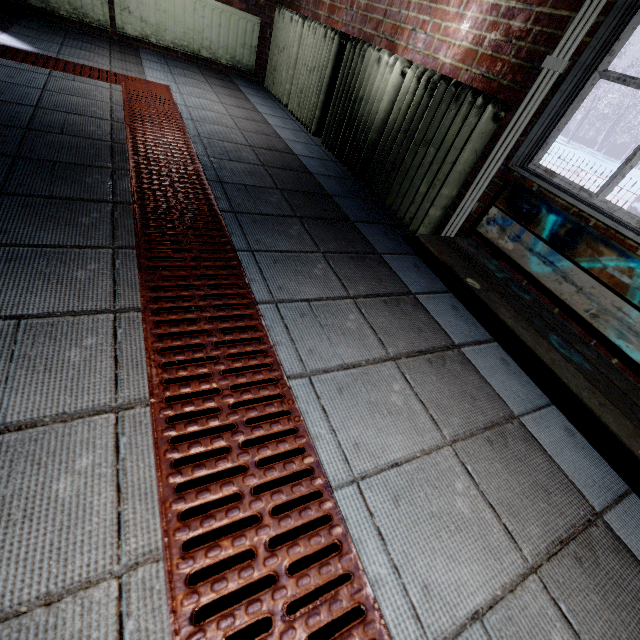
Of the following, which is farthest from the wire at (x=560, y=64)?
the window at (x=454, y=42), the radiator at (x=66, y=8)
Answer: the radiator at (x=66, y=8)

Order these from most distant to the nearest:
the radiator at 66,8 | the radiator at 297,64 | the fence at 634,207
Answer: the fence at 634,207 < the radiator at 66,8 < the radiator at 297,64

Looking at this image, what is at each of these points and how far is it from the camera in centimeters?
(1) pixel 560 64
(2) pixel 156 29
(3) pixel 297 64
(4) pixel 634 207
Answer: (1) wire, 148cm
(2) radiator, 369cm
(3) radiator, 340cm
(4) fence, 439cm

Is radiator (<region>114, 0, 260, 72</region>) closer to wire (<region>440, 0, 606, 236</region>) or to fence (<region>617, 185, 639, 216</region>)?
wire (<region>440, 0, 606, 236</region>)

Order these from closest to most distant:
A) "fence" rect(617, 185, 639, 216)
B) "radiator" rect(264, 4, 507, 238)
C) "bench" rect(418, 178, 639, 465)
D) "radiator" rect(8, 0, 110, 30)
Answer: "bench" rect(418, 178, 639, 465)
"radiator" rect(264, 4, 507, 238)
"radiator" rect(8, 0, 110, 30)
"fence" rect(617, 185, 639, 216)

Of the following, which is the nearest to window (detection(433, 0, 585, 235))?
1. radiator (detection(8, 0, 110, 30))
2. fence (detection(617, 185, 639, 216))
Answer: radiator (detection(8, 0, 110, 30))

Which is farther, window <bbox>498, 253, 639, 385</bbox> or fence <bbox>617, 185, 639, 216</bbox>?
fence <bbox>617, 185, 639, 216</bbox>

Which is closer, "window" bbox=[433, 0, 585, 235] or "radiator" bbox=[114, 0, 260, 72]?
"window" bbox=[433, 0, 585, 235]
